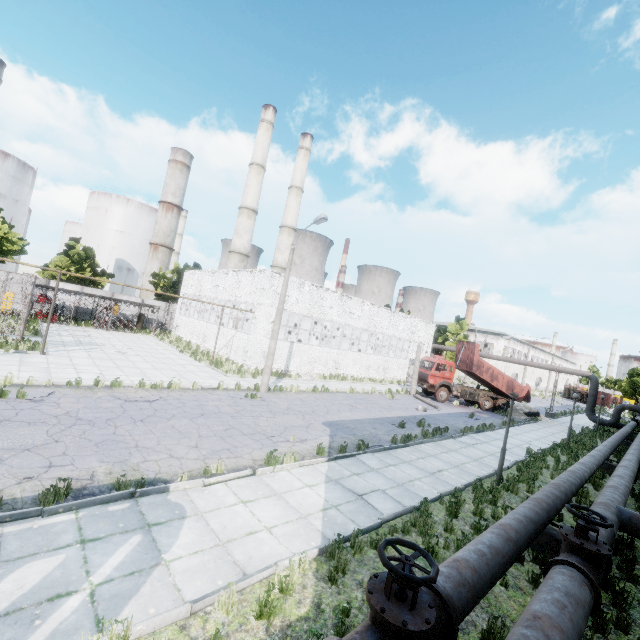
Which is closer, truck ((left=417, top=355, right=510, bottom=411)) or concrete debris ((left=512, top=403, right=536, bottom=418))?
truck ((left=417, top=355, right=510, bottom=411))

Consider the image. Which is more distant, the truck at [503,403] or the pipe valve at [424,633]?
the truck at [503,403]

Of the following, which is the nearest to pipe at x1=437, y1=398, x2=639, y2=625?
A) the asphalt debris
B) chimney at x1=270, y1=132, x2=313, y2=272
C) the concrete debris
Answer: the concrete debris

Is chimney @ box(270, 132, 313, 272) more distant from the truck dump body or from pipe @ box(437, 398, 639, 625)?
the truck dump body

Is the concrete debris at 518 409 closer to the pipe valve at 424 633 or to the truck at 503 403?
the truck at 503 403

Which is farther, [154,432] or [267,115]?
[267,115]

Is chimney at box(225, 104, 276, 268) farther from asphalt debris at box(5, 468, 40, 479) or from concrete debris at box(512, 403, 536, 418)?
asphalt debris at box(5, 468, 40, 479)

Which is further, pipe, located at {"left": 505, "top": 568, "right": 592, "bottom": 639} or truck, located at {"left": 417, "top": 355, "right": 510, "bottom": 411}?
truck, located at {"left": 417, "top": 355, "right": 510, "bottom": 411}
